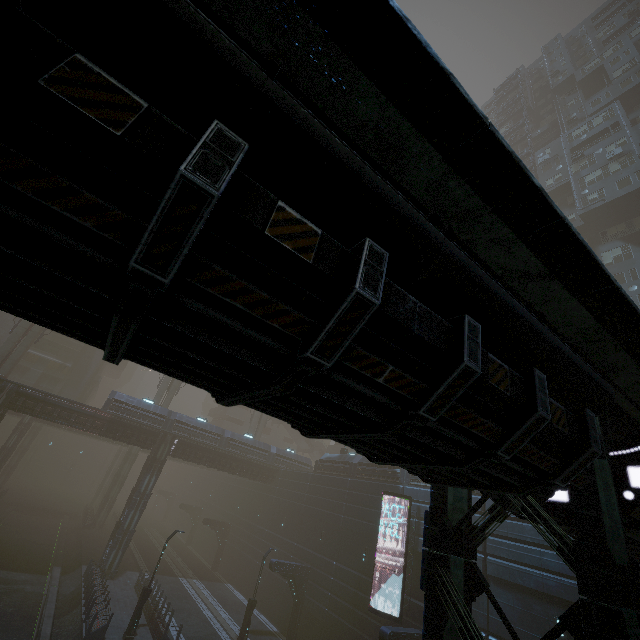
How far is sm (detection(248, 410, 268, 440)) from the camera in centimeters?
4781cm

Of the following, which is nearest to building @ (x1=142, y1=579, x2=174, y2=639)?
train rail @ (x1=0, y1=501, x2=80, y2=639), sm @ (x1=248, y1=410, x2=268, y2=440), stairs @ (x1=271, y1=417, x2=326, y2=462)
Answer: train rail @ (x1=0, y1=501, x2=80, y2=639)

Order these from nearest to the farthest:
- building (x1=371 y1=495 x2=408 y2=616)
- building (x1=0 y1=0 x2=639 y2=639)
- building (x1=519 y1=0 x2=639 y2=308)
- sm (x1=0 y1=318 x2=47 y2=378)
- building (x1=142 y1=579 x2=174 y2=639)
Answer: building (x1=0 y1=0 x2=639 y2=639) → building (x1=142 y1=579 x2=174 y2=639) → building (x1=371 y1=495 x2=408 y2=616) → building (x1=519 y1=0 x2=639 y2=308) → sm (x1=0 y1=318 x2=47 y2=378)

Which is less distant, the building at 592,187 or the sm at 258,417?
the building at 592,187

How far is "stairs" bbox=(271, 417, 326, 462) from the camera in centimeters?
5522cm

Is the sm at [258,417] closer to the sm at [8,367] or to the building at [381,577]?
the building at [381,577]

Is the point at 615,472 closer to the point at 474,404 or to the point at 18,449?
the point at 474,404

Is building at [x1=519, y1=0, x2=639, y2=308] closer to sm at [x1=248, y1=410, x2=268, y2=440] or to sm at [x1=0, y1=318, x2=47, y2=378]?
sm at [x1=248, y1=410, x2=268, y2=440]
